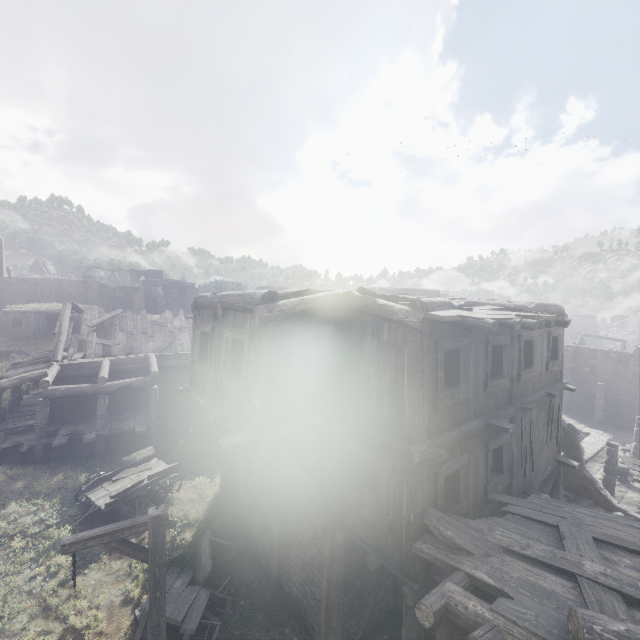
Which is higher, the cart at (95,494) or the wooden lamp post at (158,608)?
the wooden lamp post at (158,608)

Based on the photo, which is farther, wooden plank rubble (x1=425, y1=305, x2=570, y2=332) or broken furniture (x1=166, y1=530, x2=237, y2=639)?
broken furniture (x1=166, y1=530, x2=237, y2=639)

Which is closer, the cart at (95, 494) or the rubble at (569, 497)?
the cart at (95, 494)

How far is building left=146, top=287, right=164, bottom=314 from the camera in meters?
54.9 m

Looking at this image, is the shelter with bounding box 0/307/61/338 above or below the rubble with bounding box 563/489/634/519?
above

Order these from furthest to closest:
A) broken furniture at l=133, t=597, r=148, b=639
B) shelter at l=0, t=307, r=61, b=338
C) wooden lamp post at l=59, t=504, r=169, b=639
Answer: shelter at l=0, t=307, r=61, b=338
broken furniture at l=133, t=597, r=148, b=639
wooden lamp post at l=59, t=504, r=169, b=639

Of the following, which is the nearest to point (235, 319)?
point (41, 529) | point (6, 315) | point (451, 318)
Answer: point (451, 318)

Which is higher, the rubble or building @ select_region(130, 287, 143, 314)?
building @ select_region(130, 287, 143, 314)
